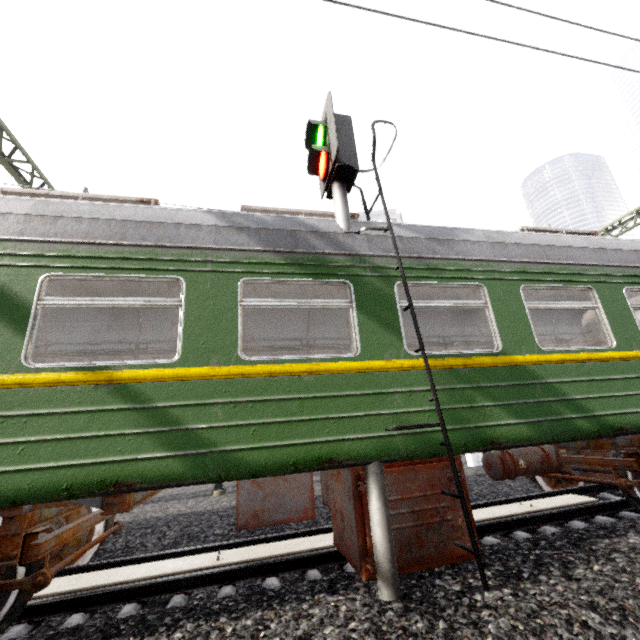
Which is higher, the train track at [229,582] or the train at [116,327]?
the train at [116,327]

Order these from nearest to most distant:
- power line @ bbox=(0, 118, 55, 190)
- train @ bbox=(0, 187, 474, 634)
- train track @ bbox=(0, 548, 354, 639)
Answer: train @ bbox=(0, 187, 474, 634) → train track @ bbox=(0, 548, 354, 639) → power line @ bbox=(0, 118, 55, 190)

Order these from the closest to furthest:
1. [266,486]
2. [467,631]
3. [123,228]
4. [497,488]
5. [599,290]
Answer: [467,631] < [123,228] < [599,290] < [266,486] < [497,488]

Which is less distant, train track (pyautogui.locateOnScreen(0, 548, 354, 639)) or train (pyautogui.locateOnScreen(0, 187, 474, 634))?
train (pyautogui.locateOnScreen(0, 187, 474, 634))

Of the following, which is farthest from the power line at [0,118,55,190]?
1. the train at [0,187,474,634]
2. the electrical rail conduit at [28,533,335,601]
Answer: the electrical rail conduit at [28,533,335,601]

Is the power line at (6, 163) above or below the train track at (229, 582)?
above

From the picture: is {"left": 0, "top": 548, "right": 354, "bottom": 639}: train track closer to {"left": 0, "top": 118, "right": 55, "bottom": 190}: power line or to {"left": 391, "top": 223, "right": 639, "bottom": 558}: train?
{"left": 391, "top": 223, "right": 639, "bottom": 558}: train
